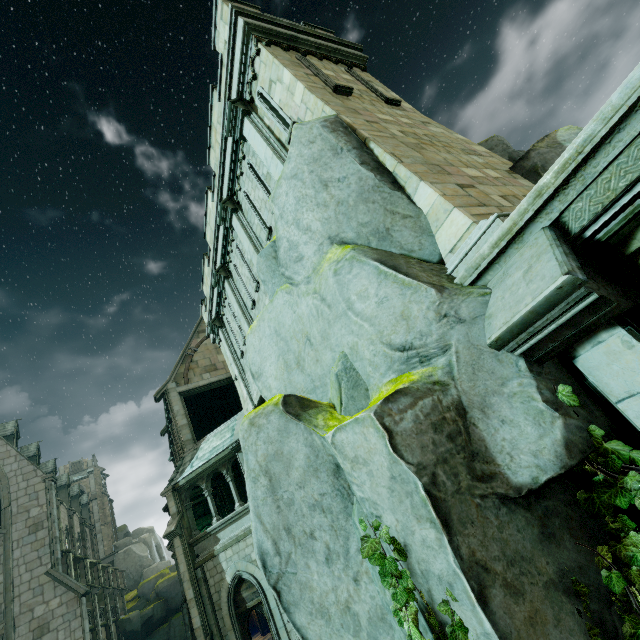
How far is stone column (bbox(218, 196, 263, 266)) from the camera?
10.26m

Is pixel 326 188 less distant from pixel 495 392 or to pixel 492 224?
pixel 492 224

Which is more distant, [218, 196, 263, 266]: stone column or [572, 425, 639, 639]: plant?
[218, 196, 263, 266]: stone column

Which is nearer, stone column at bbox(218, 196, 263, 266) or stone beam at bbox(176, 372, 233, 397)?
stone column at bbox(218, 196, 263, 266)

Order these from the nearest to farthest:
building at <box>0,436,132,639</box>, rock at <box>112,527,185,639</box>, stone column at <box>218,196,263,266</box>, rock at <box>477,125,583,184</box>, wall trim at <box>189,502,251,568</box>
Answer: rock at <box>477,125,583,184</box>
stone column at <box>218,196,263,266</box>
wall trim at <box>189,502,251,568</box>
building at <box>0,436,132,639</box>
rock at <box>112,527,185,639</box>

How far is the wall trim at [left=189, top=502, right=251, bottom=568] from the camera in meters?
13.9

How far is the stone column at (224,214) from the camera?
10.3 meters

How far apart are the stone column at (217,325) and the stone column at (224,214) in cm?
541
